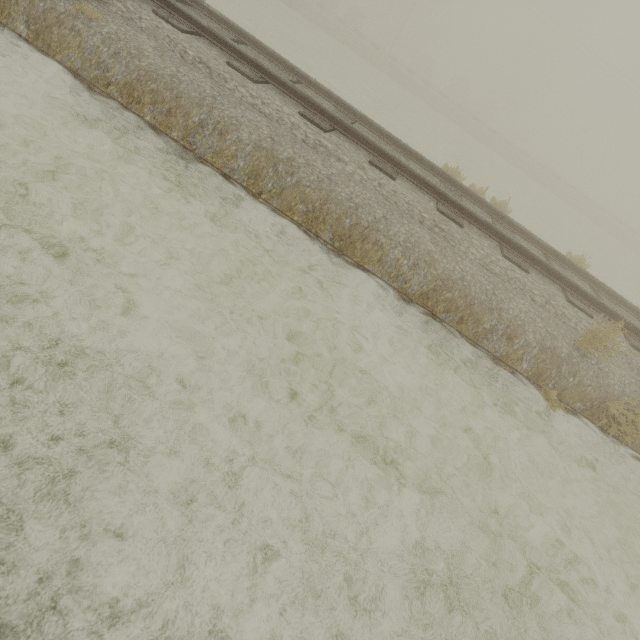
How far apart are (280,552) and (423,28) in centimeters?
6999cm
